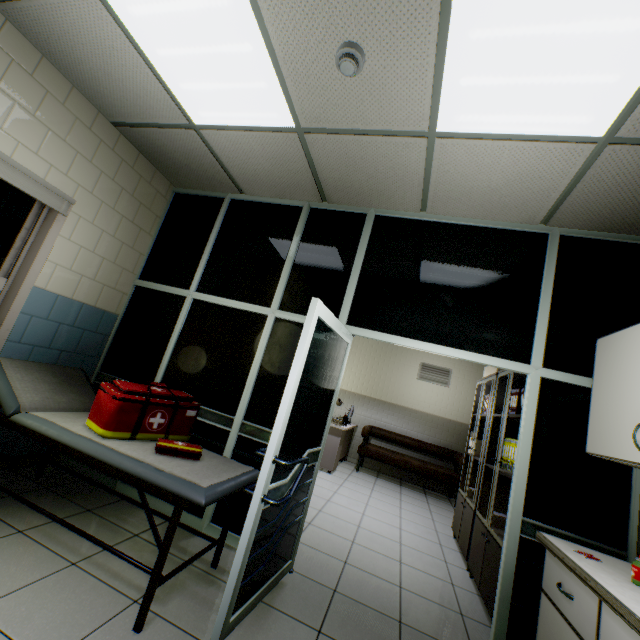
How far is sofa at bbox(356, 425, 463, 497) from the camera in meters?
6.3

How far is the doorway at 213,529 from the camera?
2.7 meters

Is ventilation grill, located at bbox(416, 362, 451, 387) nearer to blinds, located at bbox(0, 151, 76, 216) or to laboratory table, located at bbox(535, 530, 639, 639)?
laboratory table, located at bbox(535, 530, 639, 639)

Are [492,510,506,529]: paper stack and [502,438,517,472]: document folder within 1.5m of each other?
yes

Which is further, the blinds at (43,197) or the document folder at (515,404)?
the document folder at (515,404)

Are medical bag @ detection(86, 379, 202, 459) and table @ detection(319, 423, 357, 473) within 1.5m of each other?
no

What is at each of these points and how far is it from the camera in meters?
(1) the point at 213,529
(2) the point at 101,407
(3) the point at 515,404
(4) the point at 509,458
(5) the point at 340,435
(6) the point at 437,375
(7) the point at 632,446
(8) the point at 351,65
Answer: (1) doorway, 2.7
(2) medical bag, 2.2
(3) document folder, 3.5
(4) document folder, 3.4
(5) table, 6.1
(6) ventilation grill, 7.7
(7) cabinet, 1.7
(8) fire alarm, 1.8

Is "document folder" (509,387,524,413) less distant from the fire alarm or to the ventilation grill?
the fire alarm
